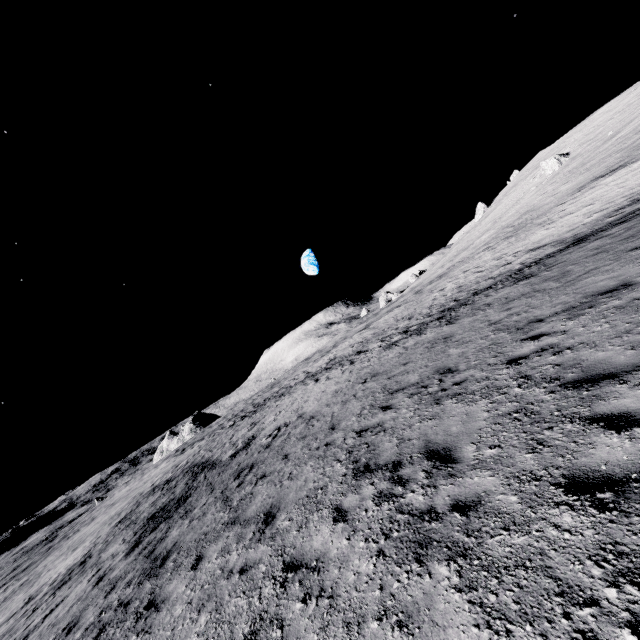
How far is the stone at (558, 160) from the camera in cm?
4622

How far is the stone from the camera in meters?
46.2 m

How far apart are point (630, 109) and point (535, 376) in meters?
56.3
